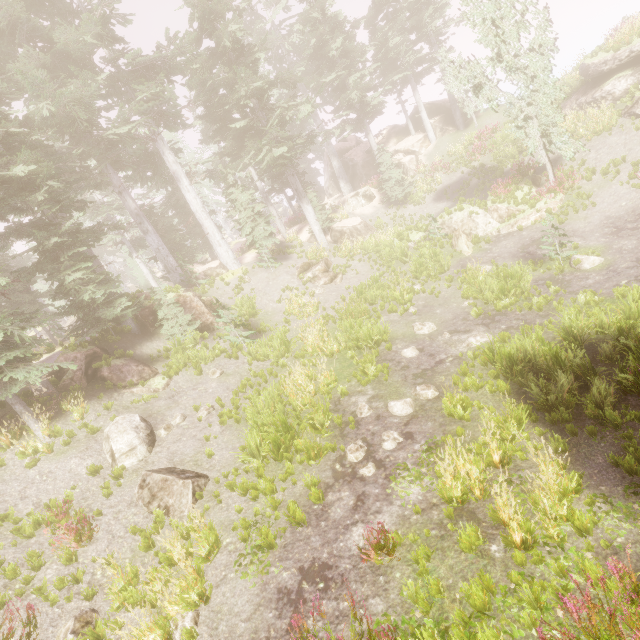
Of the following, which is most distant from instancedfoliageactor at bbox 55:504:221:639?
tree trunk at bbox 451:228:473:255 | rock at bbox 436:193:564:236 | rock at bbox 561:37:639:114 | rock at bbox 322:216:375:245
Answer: tree trunk at bbox 451:228:473:255

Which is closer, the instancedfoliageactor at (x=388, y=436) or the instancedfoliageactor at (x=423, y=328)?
the instancedfoliageactor at (x=388, y=436)

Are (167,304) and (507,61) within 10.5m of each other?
no

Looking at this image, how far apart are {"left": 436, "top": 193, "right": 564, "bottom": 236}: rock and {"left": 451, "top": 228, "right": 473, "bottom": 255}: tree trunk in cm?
53

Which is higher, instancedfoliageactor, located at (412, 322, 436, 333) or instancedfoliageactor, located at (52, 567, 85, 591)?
instancedfoliageactor, located at (52, 567, 85, 591)

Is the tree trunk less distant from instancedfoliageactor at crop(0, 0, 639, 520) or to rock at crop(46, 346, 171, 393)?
instancedfoliageactor at crop(0, 0, 639, 520)

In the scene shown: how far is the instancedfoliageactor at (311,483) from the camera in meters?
7.1

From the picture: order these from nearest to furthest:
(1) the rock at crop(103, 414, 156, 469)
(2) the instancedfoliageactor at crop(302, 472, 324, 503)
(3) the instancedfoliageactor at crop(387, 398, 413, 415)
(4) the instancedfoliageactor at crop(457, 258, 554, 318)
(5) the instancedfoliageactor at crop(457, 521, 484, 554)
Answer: (5) the instancedfoliageactor at crop(457, 521, 484, 554) → (2) the instancedfoliageactor at crop(302, 472, 324, 503) → (3) the instancedfoliageactor at crop(387, 398, 413, 415) → (1) the rock at crop(103, 414, 156, 469) → (4) the instancedfoliageactor at crop(457, 258, 554, 318)
